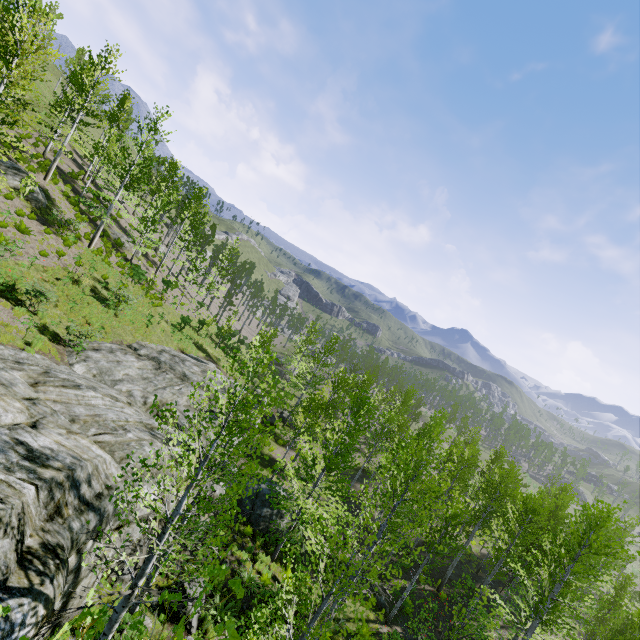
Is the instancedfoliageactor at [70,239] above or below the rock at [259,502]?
above

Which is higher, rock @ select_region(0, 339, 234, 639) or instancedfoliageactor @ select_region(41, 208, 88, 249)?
instancedfoliageactor @ select_region(41, 208, 88, 249)

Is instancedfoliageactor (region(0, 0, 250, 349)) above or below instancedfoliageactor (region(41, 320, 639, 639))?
above

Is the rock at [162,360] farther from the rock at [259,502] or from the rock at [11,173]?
the rock at [11,173]

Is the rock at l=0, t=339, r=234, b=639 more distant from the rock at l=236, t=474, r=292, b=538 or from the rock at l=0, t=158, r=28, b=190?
the rock at l=0, t=158, r=28, b=190

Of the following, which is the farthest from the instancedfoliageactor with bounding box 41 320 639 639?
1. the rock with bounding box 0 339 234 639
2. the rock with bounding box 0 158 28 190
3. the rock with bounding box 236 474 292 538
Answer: the rock with bounding box 0 158 28 190

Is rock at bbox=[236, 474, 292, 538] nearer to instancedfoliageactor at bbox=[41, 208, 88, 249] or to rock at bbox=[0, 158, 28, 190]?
instancedfoliageactor at bbox=[41, 208, 88, 249]

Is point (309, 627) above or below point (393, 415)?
below
